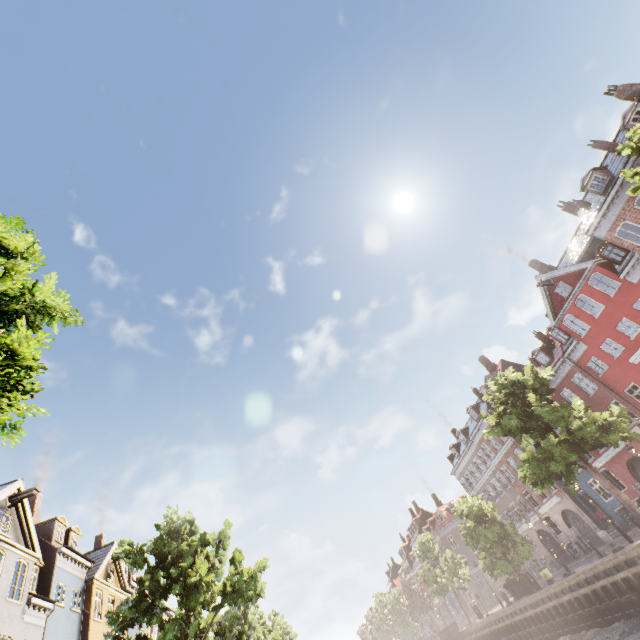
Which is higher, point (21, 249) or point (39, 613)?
point (39, 613)

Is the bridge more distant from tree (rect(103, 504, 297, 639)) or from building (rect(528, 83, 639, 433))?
building (rect(528, 83, 639, 433))

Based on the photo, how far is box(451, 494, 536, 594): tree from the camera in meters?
26.4 m

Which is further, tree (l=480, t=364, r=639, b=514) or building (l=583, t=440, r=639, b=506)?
building (l=583, t=440, r=639, b=506)

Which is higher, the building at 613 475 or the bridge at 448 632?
the building at 613 475

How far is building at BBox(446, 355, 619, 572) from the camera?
29.9m

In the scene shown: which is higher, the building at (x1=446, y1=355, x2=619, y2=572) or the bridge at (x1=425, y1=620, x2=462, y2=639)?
the building at (x1=446, y1=355, x2=619, y2=572)

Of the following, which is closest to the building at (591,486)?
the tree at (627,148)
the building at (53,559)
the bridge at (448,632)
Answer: the tree at (627,148)
